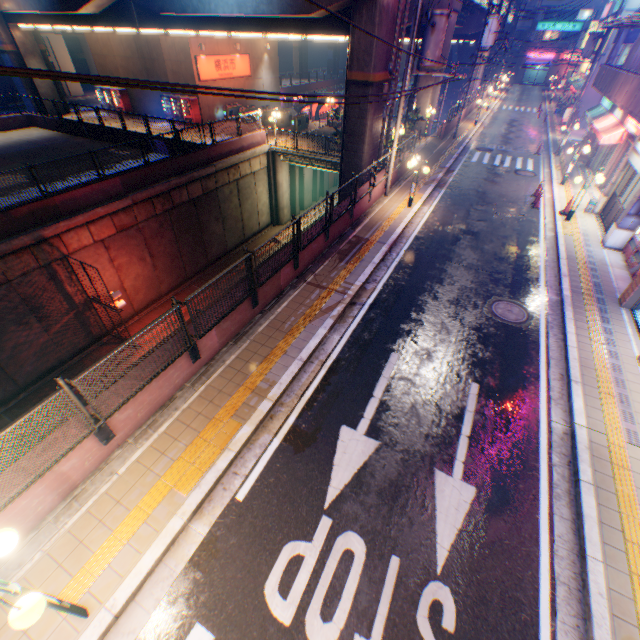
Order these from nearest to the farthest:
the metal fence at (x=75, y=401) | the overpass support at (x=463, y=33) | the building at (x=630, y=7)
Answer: the metal fence at (x=75, y=401)
the overpass support at (x=463, y=33)
the building at (x=630, y=7)

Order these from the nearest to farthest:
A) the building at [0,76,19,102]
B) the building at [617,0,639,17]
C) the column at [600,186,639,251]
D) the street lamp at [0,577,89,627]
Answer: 1. the street lamp at [0,577,89,627]
2. the column at [600,186,639,251]
3. the building at [617,0,639,17]
4. the building at [0,76,19,102]

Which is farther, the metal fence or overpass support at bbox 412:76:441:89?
overpass support at bbox 412:76:441:89

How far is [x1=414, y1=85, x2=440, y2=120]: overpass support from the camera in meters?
25.9

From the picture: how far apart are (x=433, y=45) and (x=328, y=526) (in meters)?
16.52

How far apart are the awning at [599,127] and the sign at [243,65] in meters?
27.8

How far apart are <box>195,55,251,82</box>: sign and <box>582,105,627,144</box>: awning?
27.82m
